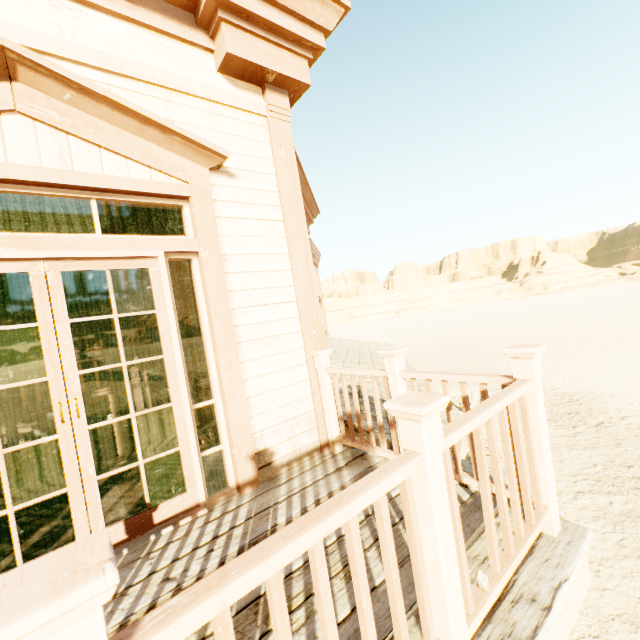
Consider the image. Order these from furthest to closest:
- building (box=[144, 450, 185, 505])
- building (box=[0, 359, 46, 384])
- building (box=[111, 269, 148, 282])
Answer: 1. building (box=[0, 359, 46, 384])
2. building (box=[111, 269, 148, 282])
3. building (box=[144, 450, 185, 505])

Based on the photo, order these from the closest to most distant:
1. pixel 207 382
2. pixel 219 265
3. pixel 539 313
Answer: pixel 219 265 → pixel 207 382 → pixel 539 313

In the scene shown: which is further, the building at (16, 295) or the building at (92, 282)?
the building at (92, 282)

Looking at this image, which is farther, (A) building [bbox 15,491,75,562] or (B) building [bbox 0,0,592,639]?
(A) building [bbox 15,491,75,562]

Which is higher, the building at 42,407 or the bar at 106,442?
the building at 42,407

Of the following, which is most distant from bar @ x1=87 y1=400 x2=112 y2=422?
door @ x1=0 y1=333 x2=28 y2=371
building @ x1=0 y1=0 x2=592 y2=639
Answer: door @ x1=0 y1=333 x2=28 y2=371

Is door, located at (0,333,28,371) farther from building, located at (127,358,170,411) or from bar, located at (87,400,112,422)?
bar, located at (87,400,112,422)
